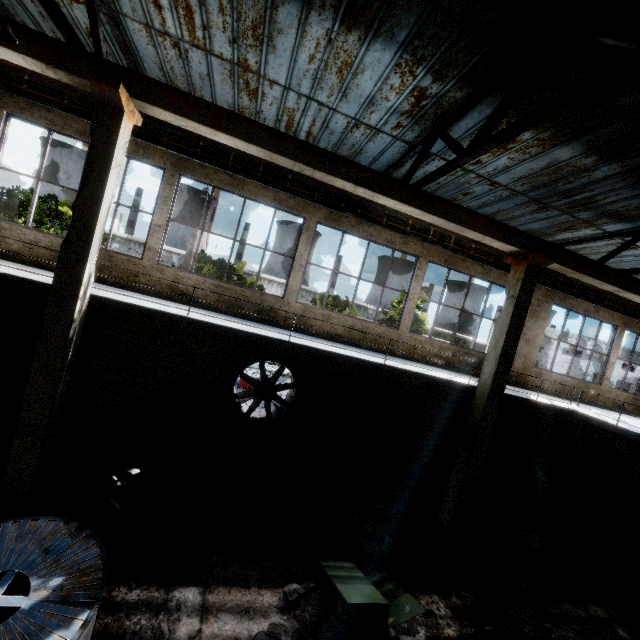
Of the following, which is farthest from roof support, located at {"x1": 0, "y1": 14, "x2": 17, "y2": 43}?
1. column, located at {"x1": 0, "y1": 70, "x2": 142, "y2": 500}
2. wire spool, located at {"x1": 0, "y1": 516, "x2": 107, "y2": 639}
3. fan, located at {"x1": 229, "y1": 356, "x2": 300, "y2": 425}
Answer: wire spool, located at {"x1": 0, "y1": 516, "x2": 107, "y2": 639}

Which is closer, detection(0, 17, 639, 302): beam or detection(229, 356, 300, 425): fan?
detection(0, 17, 639, 302): beam

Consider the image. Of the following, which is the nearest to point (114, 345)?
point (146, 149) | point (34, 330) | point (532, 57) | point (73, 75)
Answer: point (34, 330)

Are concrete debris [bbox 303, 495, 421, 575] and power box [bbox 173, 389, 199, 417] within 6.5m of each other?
yes

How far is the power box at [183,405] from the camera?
9.4m

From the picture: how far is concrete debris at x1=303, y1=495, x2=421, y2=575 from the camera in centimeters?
714cm

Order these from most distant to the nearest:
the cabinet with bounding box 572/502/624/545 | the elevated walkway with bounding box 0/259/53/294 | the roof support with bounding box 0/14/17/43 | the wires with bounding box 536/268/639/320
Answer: the wires with bounding box 536/268/639/320
the cabinet with bounding box 572/502/624/545
the elevated walkway with bounding box 0/259/53/294
the roof support with bounding box 0/14/17/43

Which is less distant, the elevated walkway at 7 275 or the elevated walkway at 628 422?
the elevated walkway at 7 275
